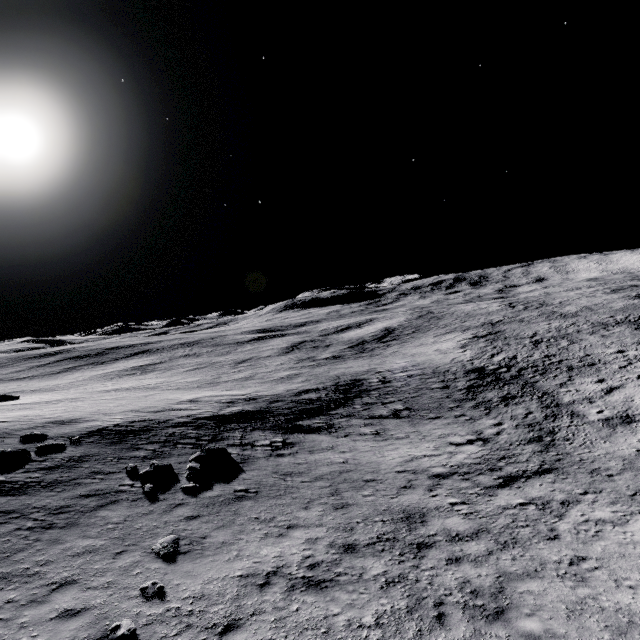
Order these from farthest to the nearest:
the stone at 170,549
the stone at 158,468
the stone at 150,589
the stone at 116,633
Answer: the stone at 158,468 < the stone at 170,549 < the stone at 150,589 < the stone at 116,633

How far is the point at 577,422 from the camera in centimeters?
2020cm

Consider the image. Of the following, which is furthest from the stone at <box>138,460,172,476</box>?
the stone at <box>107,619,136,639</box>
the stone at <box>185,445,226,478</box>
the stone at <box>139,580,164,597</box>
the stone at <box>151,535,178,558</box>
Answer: the stone at <box>107,619,136,639</box>

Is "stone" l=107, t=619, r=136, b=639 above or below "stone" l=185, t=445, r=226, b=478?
above

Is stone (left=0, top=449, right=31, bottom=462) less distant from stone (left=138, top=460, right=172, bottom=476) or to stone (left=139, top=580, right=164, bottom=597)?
stone (left=138, top=460, right=172, bottom=476)

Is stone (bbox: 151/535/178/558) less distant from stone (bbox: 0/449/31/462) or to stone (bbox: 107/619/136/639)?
stone (bbox: 107/619/136/639)

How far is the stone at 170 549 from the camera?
8.8 meters

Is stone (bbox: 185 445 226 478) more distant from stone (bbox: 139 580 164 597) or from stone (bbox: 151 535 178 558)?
stone (bbox: 139 580 164 597)
